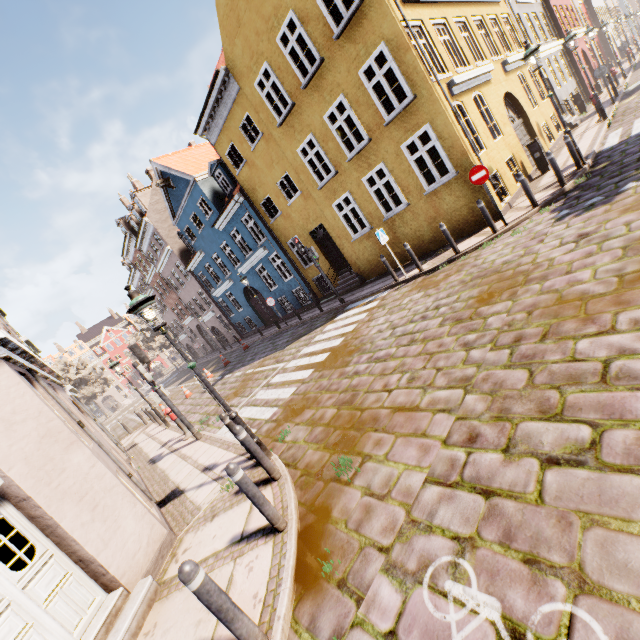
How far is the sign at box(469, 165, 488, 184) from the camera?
8.9 meters

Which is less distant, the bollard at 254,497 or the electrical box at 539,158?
the bollard at 254,497

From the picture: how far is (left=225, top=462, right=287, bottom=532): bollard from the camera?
3.90m

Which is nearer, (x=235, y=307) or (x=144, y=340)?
(x=235, y=307)

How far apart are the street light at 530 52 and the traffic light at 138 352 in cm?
1393

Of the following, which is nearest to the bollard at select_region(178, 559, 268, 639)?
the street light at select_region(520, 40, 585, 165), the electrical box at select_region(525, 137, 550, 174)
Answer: the street light at select_region(520, 40, 585, 165)

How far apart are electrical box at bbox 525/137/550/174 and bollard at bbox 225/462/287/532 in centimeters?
1453cm

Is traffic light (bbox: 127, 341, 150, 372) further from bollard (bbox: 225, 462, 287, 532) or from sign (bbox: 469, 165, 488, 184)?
sign (bbox: 469, 165, 488, 184)
